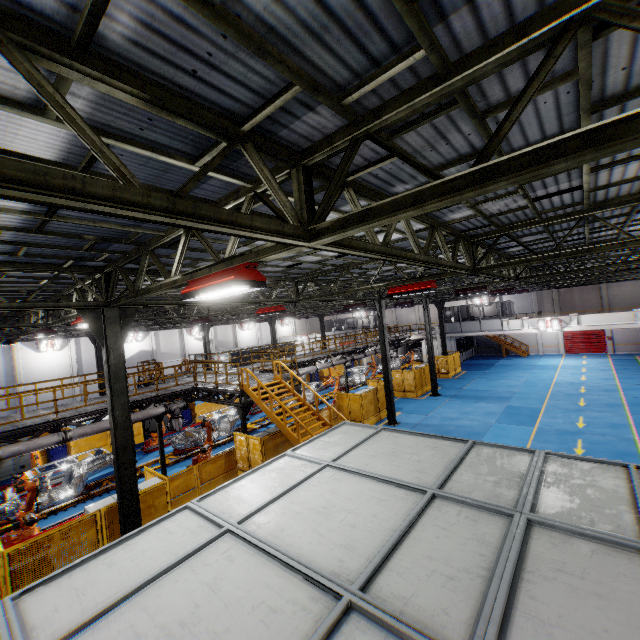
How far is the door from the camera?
36.9m

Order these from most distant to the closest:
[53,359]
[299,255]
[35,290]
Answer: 1. [53,359]
2. [35,290]
3. [299,255]

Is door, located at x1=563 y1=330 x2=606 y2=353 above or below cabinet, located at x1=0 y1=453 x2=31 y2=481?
above

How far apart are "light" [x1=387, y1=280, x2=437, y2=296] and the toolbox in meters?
21.3 m

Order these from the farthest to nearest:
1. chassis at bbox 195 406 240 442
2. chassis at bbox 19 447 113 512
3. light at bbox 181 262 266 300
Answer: chassis at bbox 195 406 240 442
chassis at bbox 19 447 113 512
light at bbox 181 262 266 300

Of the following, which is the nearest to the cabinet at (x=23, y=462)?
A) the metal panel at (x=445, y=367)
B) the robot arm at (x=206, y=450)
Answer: the metal panel at (x=445, y=367)

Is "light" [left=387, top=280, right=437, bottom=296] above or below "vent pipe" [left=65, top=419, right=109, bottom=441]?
above

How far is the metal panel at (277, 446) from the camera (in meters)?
10.48
